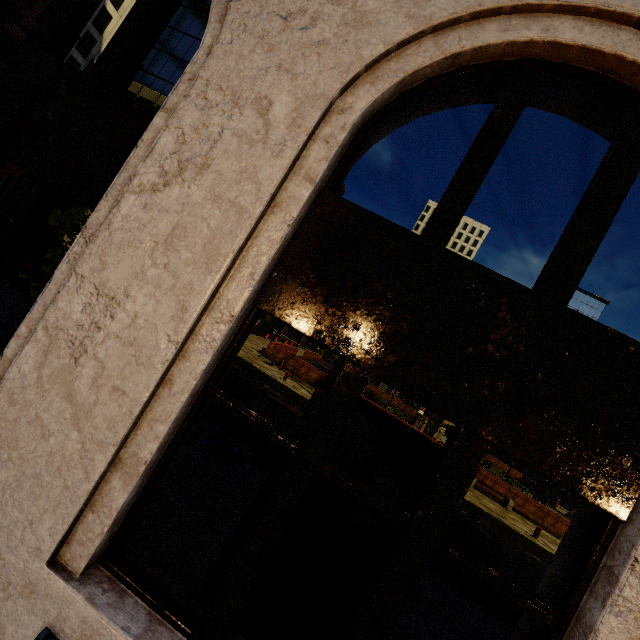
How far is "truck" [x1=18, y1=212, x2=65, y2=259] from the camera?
11.7m

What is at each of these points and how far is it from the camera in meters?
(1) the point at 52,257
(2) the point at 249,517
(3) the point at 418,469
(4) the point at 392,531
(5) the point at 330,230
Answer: (1) tree, 5.7 m
(2) phone booth, 2.5 m
(3) phone booth, 2.4 m
(4) phone booth, 2.4 m
(5) building, 2.3 m

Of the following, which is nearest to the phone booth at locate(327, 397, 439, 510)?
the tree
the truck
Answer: the tree

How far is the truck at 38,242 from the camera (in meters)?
11.66

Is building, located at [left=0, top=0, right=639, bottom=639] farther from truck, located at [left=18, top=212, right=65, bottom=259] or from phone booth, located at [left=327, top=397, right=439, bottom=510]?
truck, located at [left=18, top=212, right=65, bottom=259]

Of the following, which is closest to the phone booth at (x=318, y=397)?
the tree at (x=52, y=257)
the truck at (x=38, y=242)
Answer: the tree at (x=52, y=257)

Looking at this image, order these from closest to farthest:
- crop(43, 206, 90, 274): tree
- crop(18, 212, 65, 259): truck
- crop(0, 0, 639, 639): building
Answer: crop(0, 0, 639, 639): building, crop(43, 206, 90, 274): tree, crop(18, 212, 65, 259): truck

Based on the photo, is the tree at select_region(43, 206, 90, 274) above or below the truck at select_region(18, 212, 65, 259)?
above
